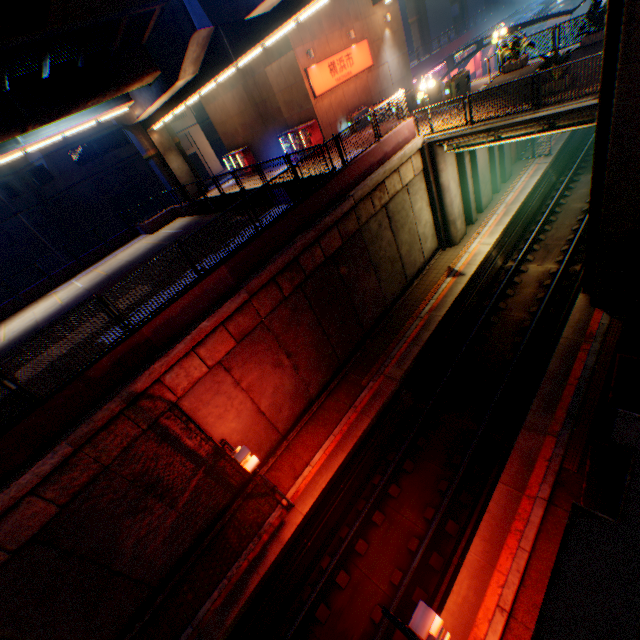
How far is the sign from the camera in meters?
20.3

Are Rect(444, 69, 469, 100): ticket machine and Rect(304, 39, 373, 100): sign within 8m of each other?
yes

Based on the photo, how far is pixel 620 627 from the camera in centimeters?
271cm

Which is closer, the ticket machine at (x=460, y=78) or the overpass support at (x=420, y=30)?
the ticket machine at (x=460, y=78)

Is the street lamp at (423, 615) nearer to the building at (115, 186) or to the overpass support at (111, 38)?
the overpass support at (111, 38)

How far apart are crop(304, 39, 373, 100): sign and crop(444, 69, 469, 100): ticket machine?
7.4 meters

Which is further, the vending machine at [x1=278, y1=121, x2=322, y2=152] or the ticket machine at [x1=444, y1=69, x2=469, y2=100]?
the vending machine at [x1=278, y1=121, x2=322, y2=152]

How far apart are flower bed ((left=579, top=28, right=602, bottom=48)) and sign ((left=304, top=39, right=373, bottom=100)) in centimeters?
1259cm
